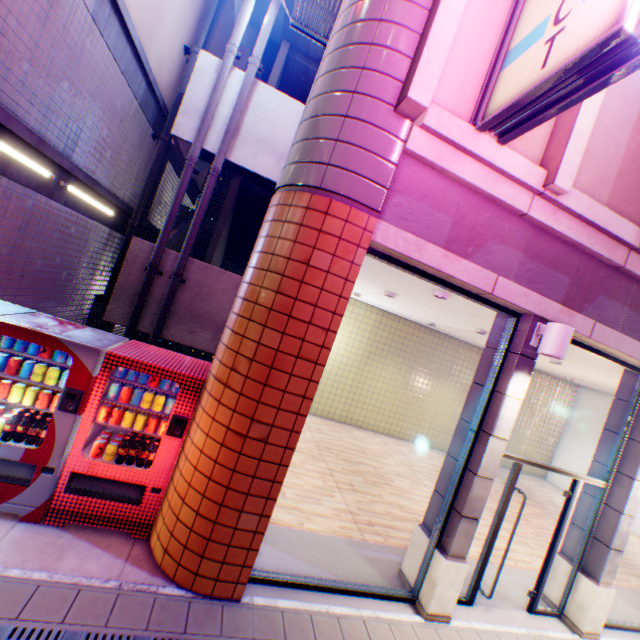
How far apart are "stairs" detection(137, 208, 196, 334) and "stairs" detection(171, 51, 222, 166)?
0.36m

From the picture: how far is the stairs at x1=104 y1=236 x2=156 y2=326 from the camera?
7.4 meters

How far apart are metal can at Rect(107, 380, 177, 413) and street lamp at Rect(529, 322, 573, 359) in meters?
4.6 m

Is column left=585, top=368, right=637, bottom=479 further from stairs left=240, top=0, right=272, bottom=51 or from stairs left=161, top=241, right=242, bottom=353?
stairs left=240, top=0, right=272, bottom=51

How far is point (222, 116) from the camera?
7.67m

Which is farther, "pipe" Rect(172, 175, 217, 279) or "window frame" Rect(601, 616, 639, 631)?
"pipe" Rect(172, 175, 217, 279)

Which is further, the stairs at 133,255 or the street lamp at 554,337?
the stairs at 133,255

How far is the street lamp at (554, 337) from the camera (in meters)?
3.87
